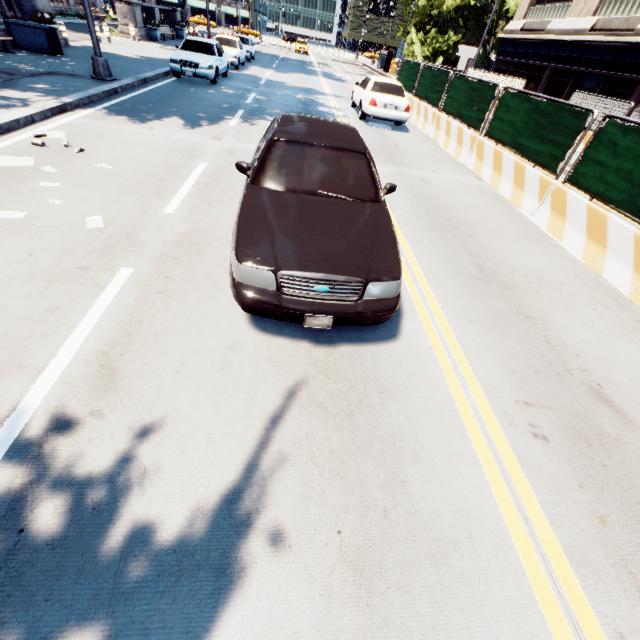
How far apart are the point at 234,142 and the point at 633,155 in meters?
8.4

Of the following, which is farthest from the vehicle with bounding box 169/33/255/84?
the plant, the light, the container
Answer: the plant

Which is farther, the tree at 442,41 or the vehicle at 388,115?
the tree at 442,41

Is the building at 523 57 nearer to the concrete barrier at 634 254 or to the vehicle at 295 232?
the concrete barrier at 634 254

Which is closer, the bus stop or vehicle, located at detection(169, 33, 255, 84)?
vehicle, located at detection(169, 33, 255, 84)

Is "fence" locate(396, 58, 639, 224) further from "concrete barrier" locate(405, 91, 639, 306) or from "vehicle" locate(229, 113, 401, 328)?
"vehicle" locate(229, 113, 401, 328)

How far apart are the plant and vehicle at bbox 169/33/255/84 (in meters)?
4.68

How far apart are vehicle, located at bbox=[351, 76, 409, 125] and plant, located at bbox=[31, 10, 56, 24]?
12.93m
